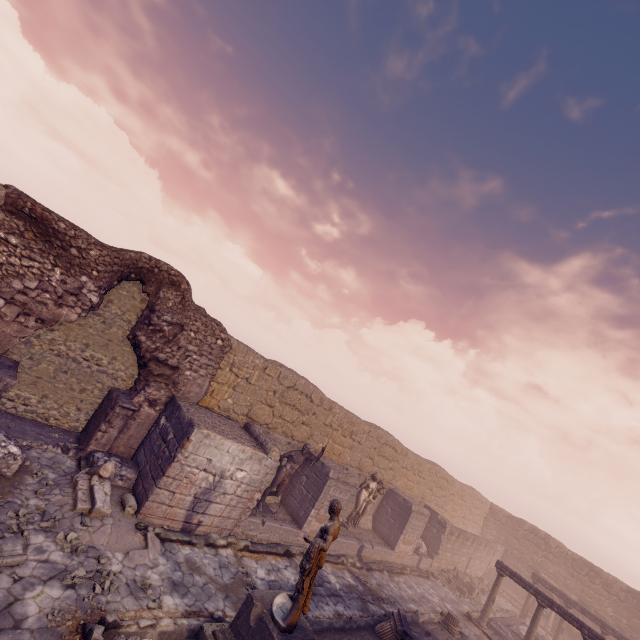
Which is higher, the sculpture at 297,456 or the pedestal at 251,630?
the sculpture at 297,456

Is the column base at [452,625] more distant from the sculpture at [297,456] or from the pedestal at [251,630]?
the pedestal at [251,630]

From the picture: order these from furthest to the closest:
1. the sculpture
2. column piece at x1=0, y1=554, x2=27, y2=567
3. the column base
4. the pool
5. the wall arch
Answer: the pool < the column base < the sculpture < the wall arch < column piece at x1=0, y1=554, x2=27, y2=567

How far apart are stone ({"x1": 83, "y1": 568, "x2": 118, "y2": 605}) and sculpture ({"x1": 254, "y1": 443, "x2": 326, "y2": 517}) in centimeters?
526cm

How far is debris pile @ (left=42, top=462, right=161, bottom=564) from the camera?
6.8m

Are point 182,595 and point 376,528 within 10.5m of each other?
no

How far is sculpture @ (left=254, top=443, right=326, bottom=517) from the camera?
11.3 meters
